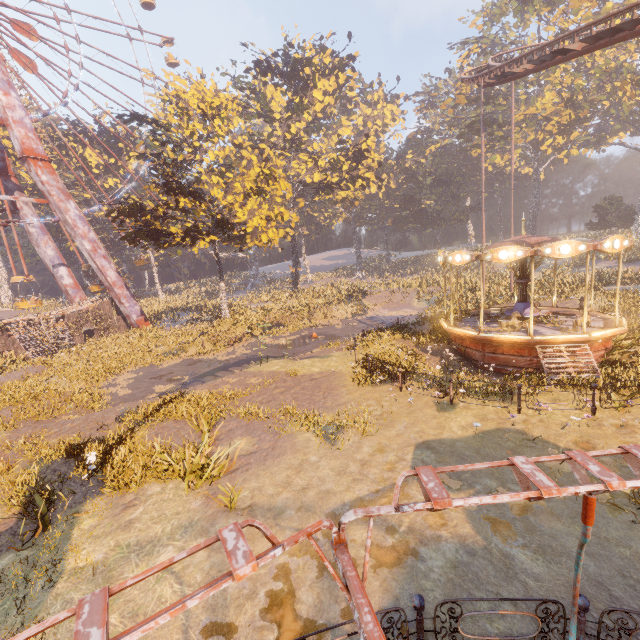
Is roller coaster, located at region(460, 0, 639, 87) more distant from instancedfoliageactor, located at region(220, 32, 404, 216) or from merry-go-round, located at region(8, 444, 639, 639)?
merry-go-round, located at region(8, 444, 639, 639)

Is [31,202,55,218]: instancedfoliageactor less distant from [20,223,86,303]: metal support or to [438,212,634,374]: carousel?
[20,223,86,303]: metal support

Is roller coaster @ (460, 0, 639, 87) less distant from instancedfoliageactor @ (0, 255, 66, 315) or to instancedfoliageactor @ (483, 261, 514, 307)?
instancedfoliageactor @ (483, 261, 514, 307)

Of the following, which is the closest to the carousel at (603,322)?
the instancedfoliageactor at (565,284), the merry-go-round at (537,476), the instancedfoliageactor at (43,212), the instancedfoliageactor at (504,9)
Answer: the merry-go-round at (537,476)

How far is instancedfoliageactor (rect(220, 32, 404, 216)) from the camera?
34.5 meters

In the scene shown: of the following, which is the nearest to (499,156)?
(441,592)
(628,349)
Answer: (628,349)

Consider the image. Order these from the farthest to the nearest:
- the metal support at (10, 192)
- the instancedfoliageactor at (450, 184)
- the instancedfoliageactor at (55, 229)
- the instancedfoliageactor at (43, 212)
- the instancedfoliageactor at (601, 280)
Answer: the instancedfoliageactor at (55, 229) < the instancedfoliageactor at (43, 212) < the instancedfoliageactor at (450, 184) < the metal support at (10, 192) < the instancedfoliageactor at (601, 280)

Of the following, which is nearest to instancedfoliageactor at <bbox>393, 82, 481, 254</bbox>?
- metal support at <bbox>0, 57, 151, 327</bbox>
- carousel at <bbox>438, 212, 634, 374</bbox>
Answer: carousel at <bbox>438, 212, 634, 374</bbox>
